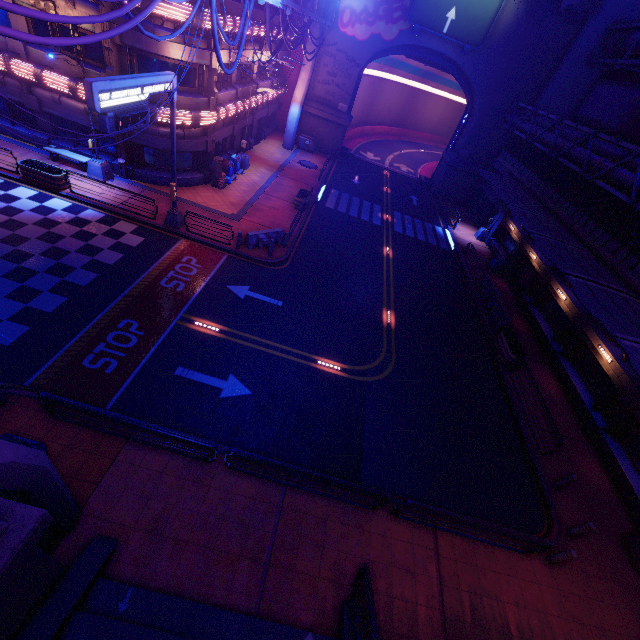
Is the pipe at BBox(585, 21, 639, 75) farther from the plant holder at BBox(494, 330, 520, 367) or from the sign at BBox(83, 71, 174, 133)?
the sign at BBox(83, 71, 174, 133)

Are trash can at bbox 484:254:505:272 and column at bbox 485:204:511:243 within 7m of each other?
yes

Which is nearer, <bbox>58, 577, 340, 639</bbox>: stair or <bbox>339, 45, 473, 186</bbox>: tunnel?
<bbox>58, 577, 340, 639</bbox>: stair

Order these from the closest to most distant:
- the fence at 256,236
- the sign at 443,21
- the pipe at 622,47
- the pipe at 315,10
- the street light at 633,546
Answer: the street light at 633,546 → the pipe at 315,10 → the fence at 256,236 → the pipe at 622,47 → the sign at 443,21

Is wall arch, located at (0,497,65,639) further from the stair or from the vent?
the vent

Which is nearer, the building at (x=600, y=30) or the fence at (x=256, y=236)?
the fence at (x=256, y=236)

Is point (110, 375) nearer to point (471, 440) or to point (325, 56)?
point (471, 440)

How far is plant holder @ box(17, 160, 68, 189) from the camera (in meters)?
17.03
